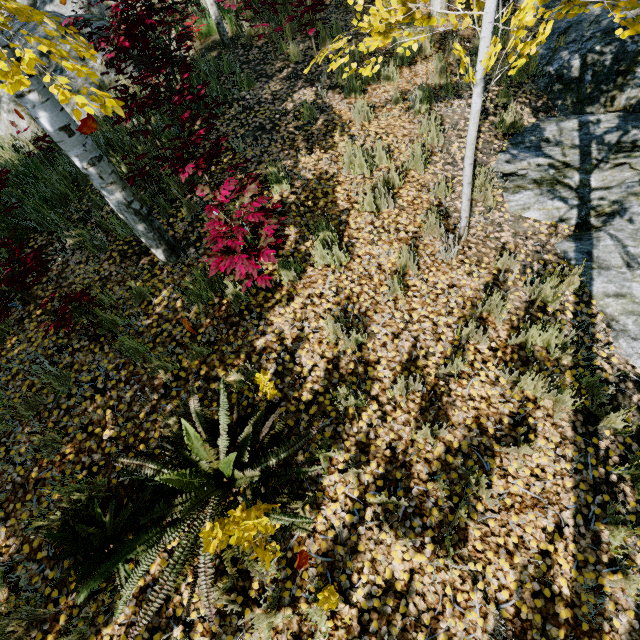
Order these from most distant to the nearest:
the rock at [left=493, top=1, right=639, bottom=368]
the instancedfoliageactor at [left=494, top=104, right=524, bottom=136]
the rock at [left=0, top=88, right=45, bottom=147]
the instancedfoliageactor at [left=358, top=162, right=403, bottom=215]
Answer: the rock at [left=0, top=88, right=45, bottom=147]
the instancedfoliageactor at [left=494, top=104, right=524, bottom=136]
the instancedfoliageactor at [left=358, top=162, right=403, bottom=215]
the rock at [left=493, top=1, right=639, bottom=368]

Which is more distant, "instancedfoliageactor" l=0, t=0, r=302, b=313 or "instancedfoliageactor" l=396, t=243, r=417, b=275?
"instancedfoliageactor" l=396, t=243, r=417, b=275

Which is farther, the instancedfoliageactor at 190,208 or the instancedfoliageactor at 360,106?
the instancedfoliageactor at 360,106

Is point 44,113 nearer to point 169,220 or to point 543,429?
point 169,220

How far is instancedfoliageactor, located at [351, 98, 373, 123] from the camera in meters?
5.1 m

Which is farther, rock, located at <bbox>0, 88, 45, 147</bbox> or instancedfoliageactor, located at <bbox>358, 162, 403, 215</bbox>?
rock, located at <bbox>0, 88, 45, 147</bbox>

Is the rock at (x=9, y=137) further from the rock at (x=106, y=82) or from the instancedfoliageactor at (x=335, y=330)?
the rock at (x=106, y=82)

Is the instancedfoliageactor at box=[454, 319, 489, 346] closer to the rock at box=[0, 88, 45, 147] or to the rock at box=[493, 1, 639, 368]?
the rock at box=[493, 1, 639, 368]
